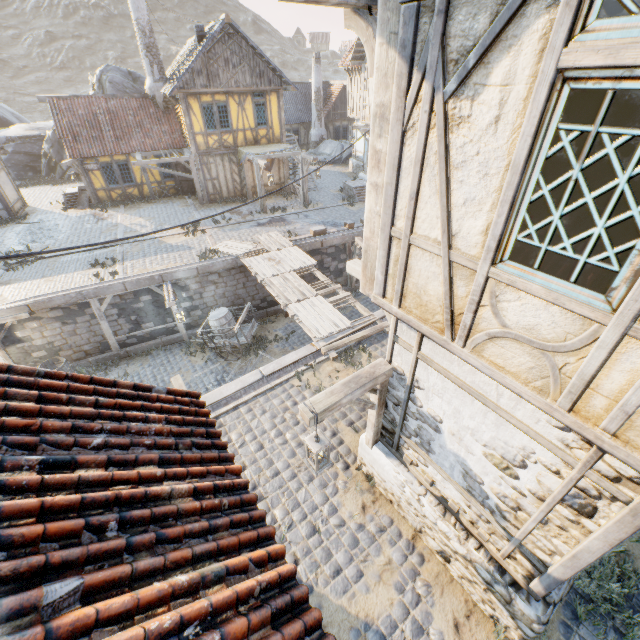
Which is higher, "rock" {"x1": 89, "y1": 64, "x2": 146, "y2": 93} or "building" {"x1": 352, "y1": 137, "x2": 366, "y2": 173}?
"rock" {"x1": 89, "y1": 64, "x2": 146, "y2": 93}

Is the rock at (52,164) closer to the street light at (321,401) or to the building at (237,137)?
the building at (237,137)

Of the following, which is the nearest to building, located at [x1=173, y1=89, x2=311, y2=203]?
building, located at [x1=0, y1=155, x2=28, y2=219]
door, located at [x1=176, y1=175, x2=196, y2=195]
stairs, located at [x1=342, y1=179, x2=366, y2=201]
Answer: door, located at [x1=176, y1=175, x2=196, y2=195]

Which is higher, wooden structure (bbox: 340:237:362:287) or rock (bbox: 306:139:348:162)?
wooden structure (bbox: 340:237:362:287)

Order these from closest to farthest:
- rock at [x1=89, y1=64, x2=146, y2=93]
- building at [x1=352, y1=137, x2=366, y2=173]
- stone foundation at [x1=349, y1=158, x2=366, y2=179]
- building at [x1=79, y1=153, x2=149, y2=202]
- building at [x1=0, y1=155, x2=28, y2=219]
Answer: building at [x1=0, y1=155, x2=28, y2=219], building at [x1=79, y1=153, x2=149, y2=202], building at [x1=352, y1=137, x2=366, y2=173], stone foundation at [x1=349, y1=158, x2=366, y2=179], rock at [x1=89, y1=64, x2=146, y2=93]

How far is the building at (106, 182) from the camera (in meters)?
19.73

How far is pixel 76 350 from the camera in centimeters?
1329cm

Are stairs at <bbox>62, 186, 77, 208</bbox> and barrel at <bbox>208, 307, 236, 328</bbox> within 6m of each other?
no
